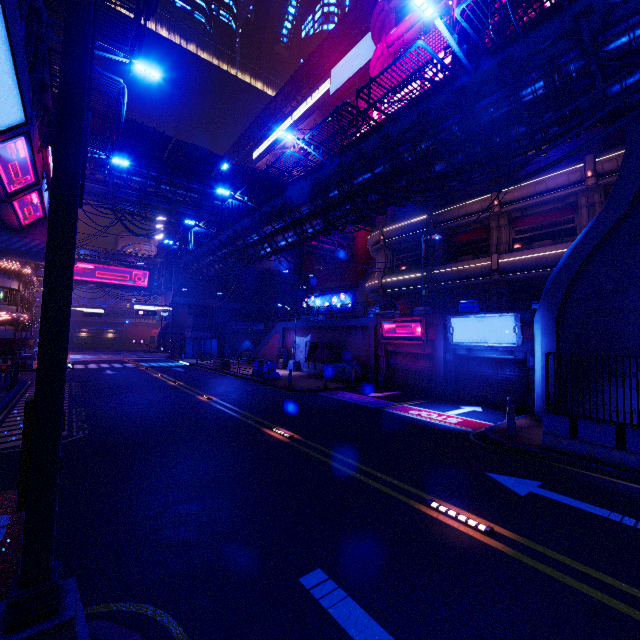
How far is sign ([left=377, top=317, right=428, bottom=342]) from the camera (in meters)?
19.33

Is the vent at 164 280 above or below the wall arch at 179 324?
above

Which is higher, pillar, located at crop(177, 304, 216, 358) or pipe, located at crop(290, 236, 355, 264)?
pipe, located at crop(290, 236, 355, 264)

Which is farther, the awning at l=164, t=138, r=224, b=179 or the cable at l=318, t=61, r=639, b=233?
the awning at l=164, t=138, r=224, b=179

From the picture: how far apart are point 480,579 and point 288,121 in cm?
6685

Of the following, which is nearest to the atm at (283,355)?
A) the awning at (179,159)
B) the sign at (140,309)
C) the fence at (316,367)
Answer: the fence at (316,367)

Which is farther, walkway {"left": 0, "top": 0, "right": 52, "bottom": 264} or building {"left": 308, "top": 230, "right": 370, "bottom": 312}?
building {"left": 308, "top": 230, "right": 370, "bottom": 312}

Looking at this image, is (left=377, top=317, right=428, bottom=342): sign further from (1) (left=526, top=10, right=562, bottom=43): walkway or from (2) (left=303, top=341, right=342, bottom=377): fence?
(1) (left=526, top=10, right=562, bottom=43): walkway
